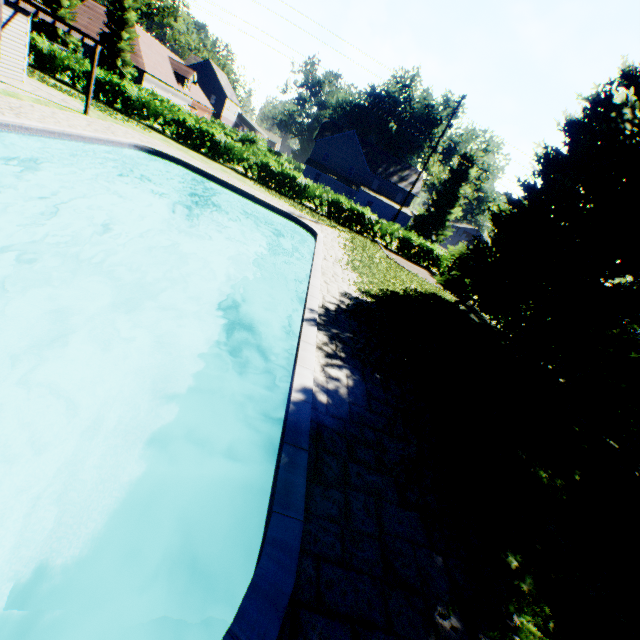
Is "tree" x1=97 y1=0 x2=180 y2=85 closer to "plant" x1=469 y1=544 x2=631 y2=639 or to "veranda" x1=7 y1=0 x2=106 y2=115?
"plant" x1=469 y1=544 x2=631 y2=639

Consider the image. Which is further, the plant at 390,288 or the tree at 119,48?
the tree at 119,48

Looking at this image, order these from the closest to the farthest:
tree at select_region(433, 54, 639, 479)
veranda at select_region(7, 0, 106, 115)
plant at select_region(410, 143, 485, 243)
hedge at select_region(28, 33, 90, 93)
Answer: tree at select_region(433, 54, 639, 479)
veranda at select_region(7, 0, 106, 115)
hedge at select_region(28, 33, 90, 93)
plant at select_region(410, 143, 485, 243)

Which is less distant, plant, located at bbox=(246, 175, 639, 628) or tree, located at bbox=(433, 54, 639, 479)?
plant, located at bbox=(246, 175, 639, 628)

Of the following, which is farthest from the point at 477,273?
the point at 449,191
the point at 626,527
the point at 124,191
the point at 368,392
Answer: the point at 449,191

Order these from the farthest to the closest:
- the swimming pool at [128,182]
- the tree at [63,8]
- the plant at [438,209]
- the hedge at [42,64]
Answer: the plant at [438,209], the tree at [63,8], the hedge at [42,64], the swimming pool at [128,182]

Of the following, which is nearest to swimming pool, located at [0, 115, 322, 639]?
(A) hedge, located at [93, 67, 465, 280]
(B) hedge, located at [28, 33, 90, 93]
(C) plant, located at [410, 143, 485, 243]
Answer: (C) plant, located at [410, 143, 485, 243]
